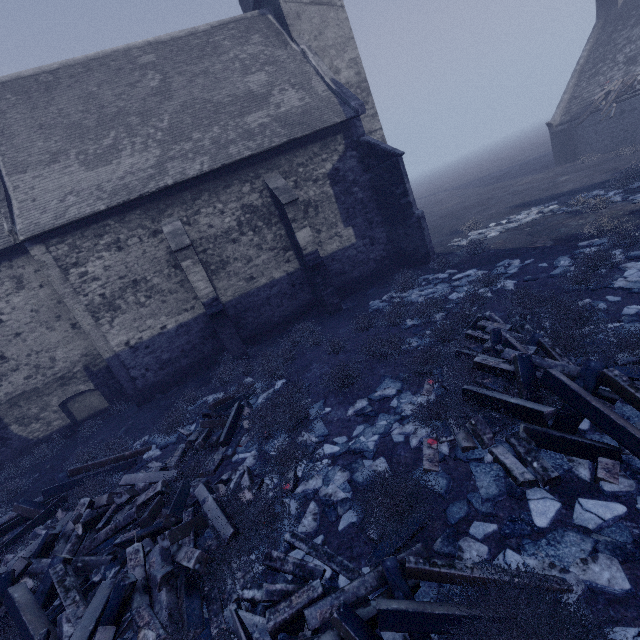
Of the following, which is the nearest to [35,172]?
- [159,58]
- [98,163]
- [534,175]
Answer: [98,163]

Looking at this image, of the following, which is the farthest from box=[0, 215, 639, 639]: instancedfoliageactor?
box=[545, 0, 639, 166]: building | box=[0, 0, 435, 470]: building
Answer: box=[545, 0, 639, 166]: building

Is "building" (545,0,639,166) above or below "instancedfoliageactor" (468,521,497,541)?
above

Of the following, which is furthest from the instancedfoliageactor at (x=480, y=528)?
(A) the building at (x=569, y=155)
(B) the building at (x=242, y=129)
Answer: (A) the building at (x=569, y=155)

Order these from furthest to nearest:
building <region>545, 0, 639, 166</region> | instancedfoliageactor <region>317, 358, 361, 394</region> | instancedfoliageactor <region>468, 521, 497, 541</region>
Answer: building <region>545, 0, 639, 166</region>
instancedfoliageactor <region>317, 358, 361, 394</region>
instancedfoliageactor <region>468, 521, 497, 541</region>

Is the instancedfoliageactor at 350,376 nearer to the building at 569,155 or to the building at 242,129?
the building at 242,129

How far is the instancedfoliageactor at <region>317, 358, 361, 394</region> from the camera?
7.4 meters
